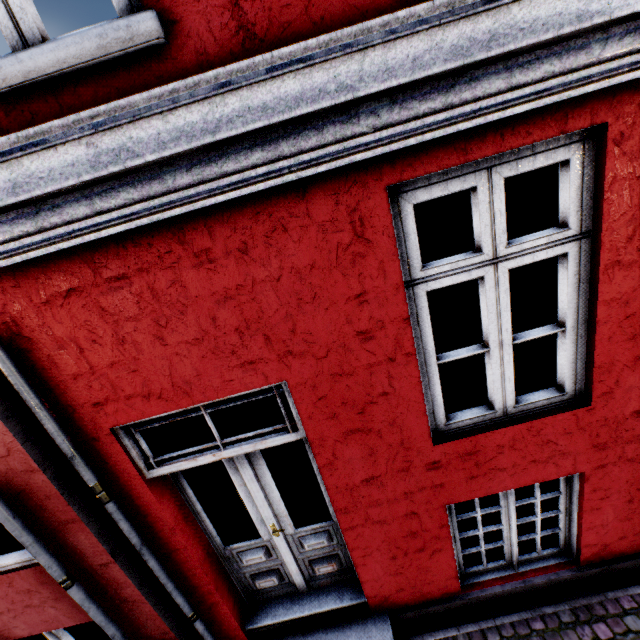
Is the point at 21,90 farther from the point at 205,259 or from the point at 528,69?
the point at 528,69
